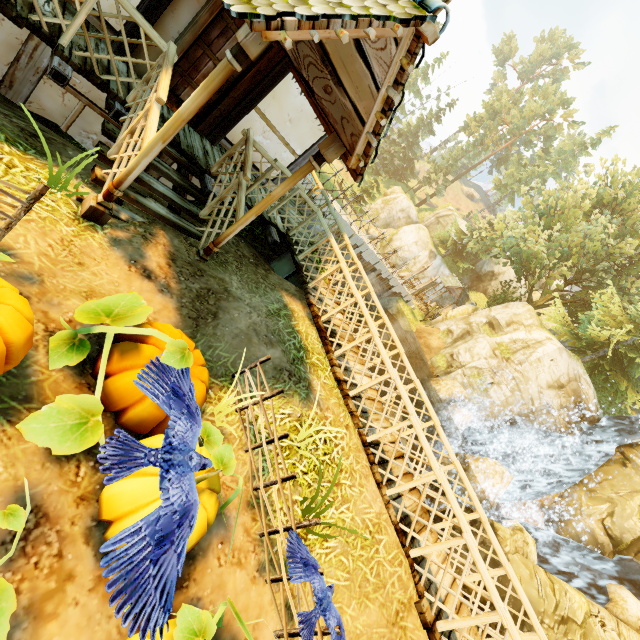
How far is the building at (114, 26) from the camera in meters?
5.1 m

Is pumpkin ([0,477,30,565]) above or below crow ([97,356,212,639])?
Answer: below

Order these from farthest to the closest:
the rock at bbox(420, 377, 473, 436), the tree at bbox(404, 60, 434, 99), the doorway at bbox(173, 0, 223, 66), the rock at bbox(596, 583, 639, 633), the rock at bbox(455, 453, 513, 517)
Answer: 1. the tree at bbox(404, 60, 434, 99)
2. the rock at bbox(420, 377, 473, 436)
3. the rock at bbox(455, 453, 513, 517)
4. the rock at bbox(596, 583, 639, 633)
5. the doorway at bbox(173, 0, 223, 66)

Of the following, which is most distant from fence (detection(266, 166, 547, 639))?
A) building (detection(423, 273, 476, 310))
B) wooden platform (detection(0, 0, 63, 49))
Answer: building (detection(423, 273, 476, 310))

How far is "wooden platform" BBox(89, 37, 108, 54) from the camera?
4.82m

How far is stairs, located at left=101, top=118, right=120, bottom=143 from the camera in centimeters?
462cm

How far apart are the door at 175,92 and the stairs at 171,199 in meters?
1.2 m

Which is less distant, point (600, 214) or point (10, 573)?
point (10, 573)
